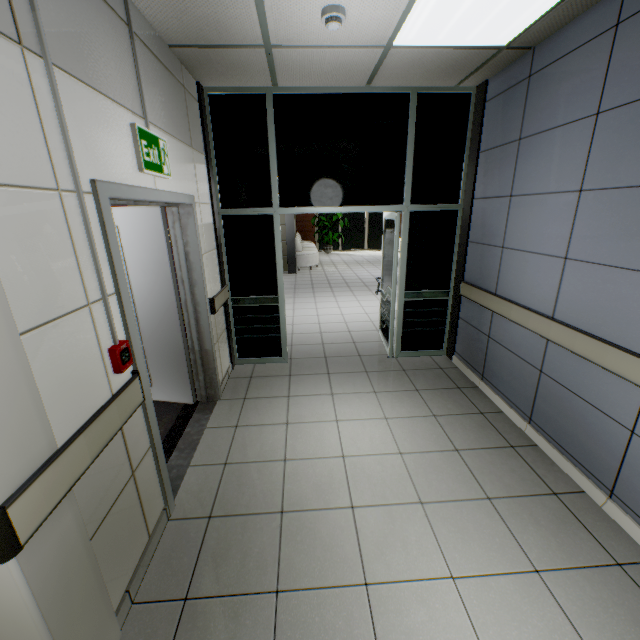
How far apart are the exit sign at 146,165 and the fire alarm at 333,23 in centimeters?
143cm

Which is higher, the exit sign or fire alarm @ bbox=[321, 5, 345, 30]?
fire alarm @ bbox=[321, 5, 345, 30]

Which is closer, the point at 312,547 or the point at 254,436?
the point at 312,547

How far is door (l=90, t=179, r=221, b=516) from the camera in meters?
1.8 m

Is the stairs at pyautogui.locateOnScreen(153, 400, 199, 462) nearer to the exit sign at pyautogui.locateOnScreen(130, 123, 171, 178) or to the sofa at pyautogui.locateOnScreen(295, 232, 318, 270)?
the exit sign at pyautogui.locateOnScreen(130, 123, 171, 178)

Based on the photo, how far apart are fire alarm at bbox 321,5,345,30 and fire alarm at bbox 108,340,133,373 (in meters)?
2.46

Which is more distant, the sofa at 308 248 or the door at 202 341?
the sofa at 308 248

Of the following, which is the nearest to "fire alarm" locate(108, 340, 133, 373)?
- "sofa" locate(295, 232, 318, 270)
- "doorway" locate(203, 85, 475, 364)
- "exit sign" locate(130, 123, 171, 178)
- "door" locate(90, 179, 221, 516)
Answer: "door" locate(90, 179, 221, 516)
